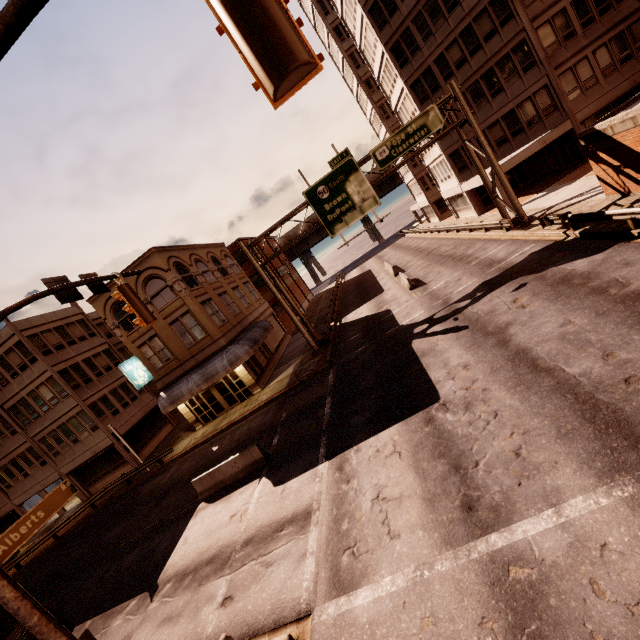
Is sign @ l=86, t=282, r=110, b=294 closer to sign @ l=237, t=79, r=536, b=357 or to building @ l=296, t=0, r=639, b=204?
sign @ l=237, t=79, r=536, b=357

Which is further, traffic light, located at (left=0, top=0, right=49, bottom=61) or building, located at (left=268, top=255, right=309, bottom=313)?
building, located at (left=268, top=255, right=309, bottom=313)

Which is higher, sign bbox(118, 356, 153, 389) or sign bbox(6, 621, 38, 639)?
sign bbox(118, 356, 153, 389)

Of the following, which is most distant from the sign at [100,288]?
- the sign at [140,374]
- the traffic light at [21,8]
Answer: the sign at [140,374]

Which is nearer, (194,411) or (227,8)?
(227,8)

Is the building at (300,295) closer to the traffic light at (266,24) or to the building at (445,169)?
the traffic light at (266,24)

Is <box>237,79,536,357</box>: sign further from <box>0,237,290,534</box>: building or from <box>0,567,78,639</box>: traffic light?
<box>0,567,78,639</box>: traffic light

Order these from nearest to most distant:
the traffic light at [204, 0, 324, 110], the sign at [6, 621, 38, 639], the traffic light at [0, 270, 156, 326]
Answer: the traffic light at [204, 0, 324, 110] < the sign at [6, 621, 38, 639] < the traffic light at [0, 270, 156, 326]
